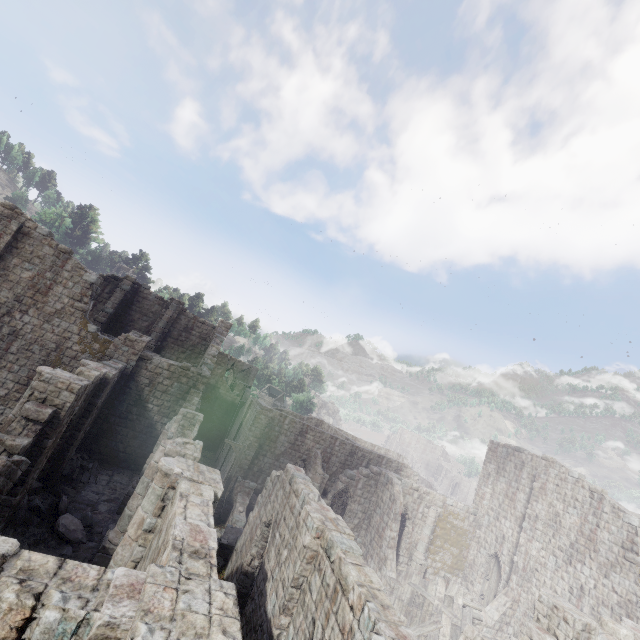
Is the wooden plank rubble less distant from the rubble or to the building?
the building

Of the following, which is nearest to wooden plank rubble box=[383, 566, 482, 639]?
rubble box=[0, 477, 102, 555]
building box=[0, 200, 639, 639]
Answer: building box=[0, 200, 639, 639]

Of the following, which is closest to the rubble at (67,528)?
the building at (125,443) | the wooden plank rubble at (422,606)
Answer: the building at (125,443)

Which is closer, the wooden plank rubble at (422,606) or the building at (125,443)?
the building at (125,443)

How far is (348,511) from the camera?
24.0 meters

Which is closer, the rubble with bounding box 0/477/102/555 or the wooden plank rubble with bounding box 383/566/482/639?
the rubble with bounding box 0/477/102/555

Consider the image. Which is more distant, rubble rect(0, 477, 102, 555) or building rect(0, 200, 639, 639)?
rubble rect(0, 477, 102, 555)
